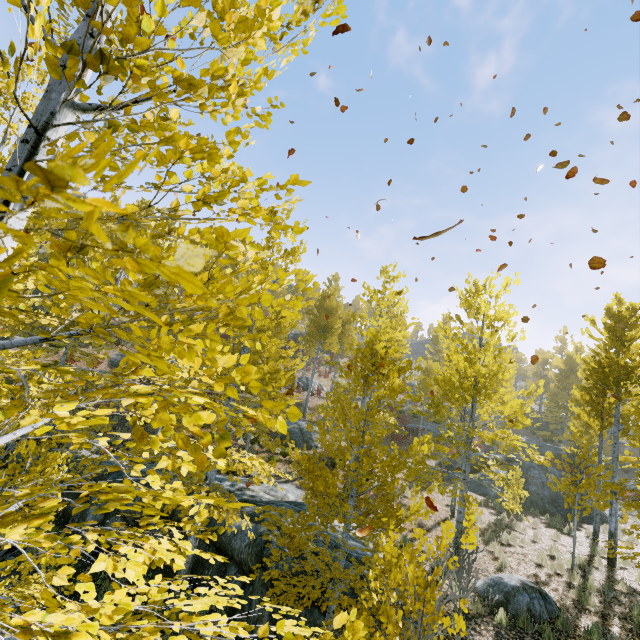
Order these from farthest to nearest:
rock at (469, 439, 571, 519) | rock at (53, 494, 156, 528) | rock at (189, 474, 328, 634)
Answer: rock at (469, 439, 571, 519)
rock at (53, 494, 156, 528)
rock at (189, 474, 328, 634)

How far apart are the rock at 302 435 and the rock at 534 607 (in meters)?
10.67

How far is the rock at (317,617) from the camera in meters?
6.7 m

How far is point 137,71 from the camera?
2.2 meters

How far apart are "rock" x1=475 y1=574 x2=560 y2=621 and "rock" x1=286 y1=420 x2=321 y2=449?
10.7 meters

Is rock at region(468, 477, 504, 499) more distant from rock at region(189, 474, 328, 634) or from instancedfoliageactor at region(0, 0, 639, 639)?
rock at region(189, 474, 328, 634)

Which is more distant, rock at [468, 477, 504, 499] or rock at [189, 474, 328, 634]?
rock at [468, 477, 504, 499]
